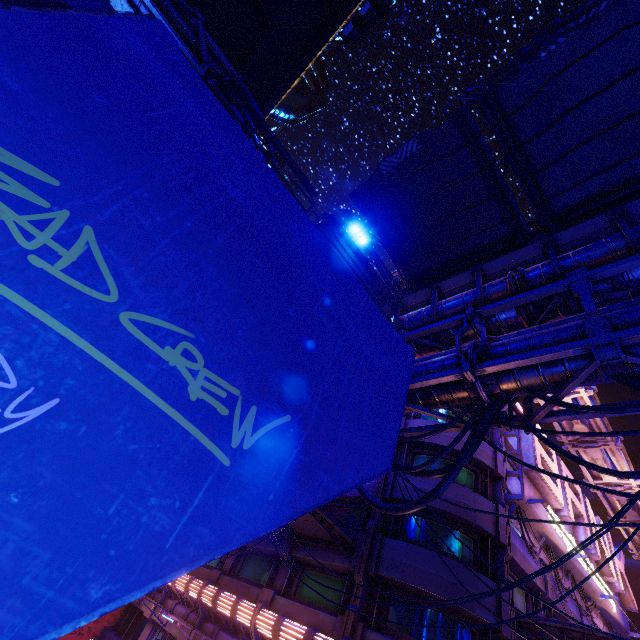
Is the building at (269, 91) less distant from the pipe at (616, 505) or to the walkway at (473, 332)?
the pipe at (616, 505)

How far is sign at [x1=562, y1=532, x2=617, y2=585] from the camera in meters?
16.5

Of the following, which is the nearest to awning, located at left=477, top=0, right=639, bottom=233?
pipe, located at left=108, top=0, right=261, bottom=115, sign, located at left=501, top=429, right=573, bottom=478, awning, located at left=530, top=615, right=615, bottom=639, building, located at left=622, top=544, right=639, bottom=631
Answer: pipe, located at left=108, top=0, right=261, bottom=115

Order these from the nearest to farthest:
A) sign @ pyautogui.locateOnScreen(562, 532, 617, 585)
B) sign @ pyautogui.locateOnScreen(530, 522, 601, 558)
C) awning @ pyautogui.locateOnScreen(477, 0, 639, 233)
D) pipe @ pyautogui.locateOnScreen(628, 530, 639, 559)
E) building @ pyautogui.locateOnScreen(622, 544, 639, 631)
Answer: awning @ pyautogui.locateOnScreen(477, 0, 639, 233), sign @ pyautogui.locateOnScreen(530, 522, 601, 558), sign @ pyautogui.locateOnScreen(562, 532, 617, 585), pipe @ pyautogui.locateOnScreen(628, 530, 639, 559), building @ pyautogui.locateOnScreen(622, 544, 639, 631)

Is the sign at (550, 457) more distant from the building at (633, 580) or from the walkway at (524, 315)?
the building at (633, 580)

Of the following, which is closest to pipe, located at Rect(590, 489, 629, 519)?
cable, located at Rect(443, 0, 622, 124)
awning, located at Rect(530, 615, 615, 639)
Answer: cable, located at Rect(443, 0, 622, 124)

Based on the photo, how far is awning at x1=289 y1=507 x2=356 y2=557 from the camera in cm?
1354

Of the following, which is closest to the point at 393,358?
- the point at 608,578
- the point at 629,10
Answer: the point at 629,10
